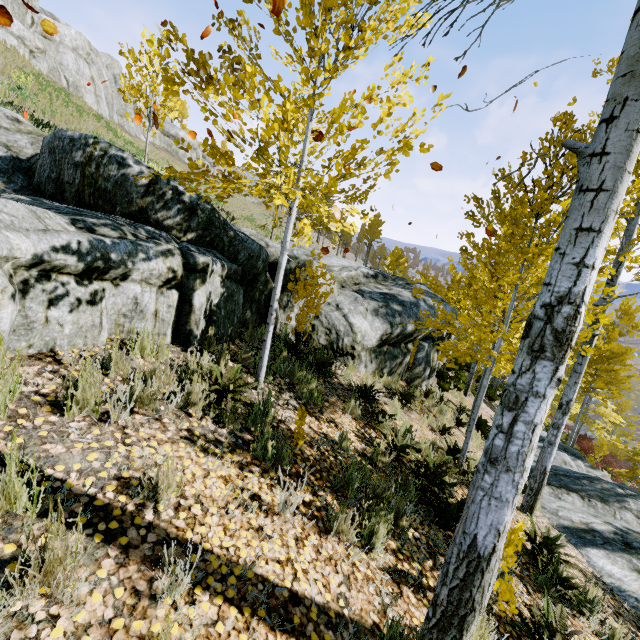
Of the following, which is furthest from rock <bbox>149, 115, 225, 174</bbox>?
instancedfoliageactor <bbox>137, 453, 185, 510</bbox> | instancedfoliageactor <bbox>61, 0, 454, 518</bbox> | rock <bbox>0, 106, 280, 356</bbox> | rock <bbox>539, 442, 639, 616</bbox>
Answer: instancedfoliageactor <bbox>137, 453, 185, 510</bbox>

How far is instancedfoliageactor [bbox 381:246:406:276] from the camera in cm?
3450

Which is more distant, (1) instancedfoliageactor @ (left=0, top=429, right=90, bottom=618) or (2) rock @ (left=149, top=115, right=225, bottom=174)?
(2) rock @ (left=149, top=115, right=225, bottom=174)

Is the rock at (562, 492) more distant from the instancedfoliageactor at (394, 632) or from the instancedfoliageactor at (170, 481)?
the instancedfoliageactor at (170, 481)

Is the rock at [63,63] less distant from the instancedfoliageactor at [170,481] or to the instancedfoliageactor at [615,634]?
the instancedfoliageactor at [615,634]

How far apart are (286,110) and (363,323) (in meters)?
5.72

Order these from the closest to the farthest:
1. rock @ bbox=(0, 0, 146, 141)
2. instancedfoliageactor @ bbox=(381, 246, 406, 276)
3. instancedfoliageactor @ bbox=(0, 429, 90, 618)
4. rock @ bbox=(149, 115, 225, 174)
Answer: instancedfoliageactor @ bbox=(0, 429, 90, 618), rock @ bbox=(0, 0, 146, 141), instancedfoliageactor @ bbox=(381, 246, 406, 276), rock @ bbox=(149, 115, 225, 174)
